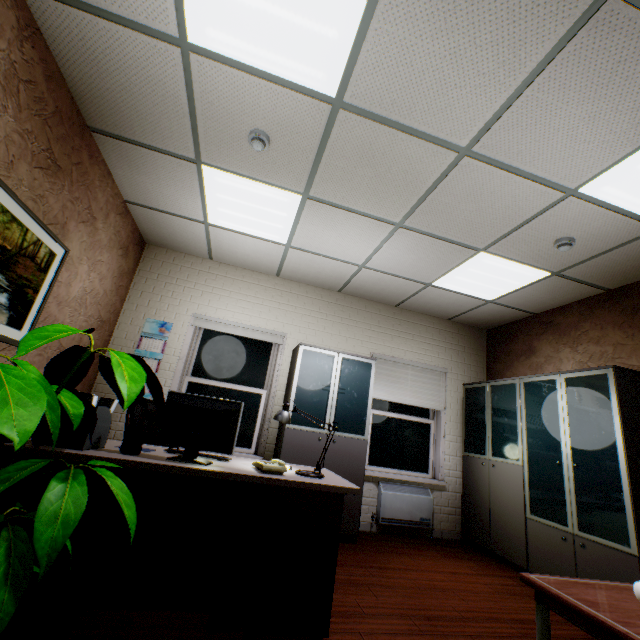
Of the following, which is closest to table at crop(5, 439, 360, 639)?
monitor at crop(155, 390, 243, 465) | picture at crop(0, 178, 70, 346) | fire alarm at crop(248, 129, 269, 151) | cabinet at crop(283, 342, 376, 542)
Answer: monitor at crop(155, 390, 243, 465)

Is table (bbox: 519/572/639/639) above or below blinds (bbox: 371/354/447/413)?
below

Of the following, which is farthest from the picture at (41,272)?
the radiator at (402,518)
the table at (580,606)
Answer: the radiator at (402,518)

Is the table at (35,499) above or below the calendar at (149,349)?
below

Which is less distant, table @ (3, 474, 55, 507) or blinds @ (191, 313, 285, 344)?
table @ (3, 474, 55, 507)

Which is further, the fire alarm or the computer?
the fire alarm

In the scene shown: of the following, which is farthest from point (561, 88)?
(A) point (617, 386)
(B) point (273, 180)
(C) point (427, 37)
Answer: (A) point (617, 386)

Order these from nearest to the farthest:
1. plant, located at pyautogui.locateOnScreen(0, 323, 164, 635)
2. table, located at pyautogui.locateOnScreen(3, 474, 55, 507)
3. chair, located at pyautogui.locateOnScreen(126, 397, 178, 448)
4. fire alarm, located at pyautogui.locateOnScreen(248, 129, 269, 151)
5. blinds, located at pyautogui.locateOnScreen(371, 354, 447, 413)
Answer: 1. plant, located at pyautogui.locateOnScreen(0, 323, 164, 635)
2. table, located at pyautogui.locateOnScreen(3, 474, 55, 507)
3. fire alarm, located at pyautogui.locateOnScreen(248, 129, 269, 151)
4. chair, located at pyautogui.locateOnScreen(126, 397, 178, 448)
5. blinds, located at pyautogui.locateOnScreen(371, 354, 447, 413)
